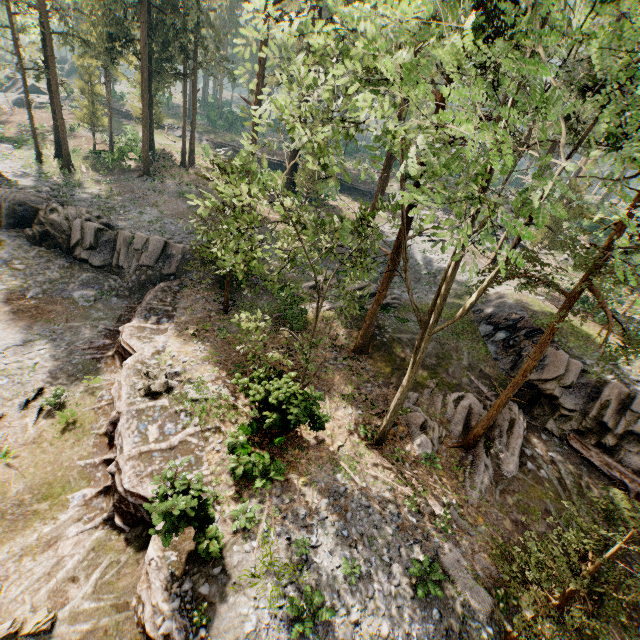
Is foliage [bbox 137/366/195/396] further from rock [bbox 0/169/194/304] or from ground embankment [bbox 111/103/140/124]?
ground embankment [bbox 111/103/140/124]

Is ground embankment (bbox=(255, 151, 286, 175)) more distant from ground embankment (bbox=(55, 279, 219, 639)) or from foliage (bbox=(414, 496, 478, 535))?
ground embankment (bbox=(55, 279, 219, 639))

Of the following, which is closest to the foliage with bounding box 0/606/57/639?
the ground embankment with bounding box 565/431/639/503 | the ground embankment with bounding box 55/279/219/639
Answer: the ground embankment with bounding box 55/279/219/639

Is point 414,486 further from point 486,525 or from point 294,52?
point 294,52

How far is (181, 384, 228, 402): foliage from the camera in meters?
14.7

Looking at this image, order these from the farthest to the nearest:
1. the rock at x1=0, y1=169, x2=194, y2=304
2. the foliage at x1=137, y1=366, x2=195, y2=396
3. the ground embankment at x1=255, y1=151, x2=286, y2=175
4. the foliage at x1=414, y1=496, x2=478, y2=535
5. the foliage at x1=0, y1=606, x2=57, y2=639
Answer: the ground embankment at x1=255, y1=151, x2=286, y2=175
the rock at x1=0, y1=169, x2=194, y2=304
the foliage at x1=137, y1=366, x2=195, y2=396
the foliage at x1=414, y1=496, x2=478, y2=535
the foliage at x1=0, y1=606, x2=57, y2=639

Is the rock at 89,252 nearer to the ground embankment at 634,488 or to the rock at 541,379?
the rock at 541,379

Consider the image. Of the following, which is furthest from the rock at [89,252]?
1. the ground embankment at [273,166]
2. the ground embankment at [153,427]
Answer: the ground embankment at [273,166]
